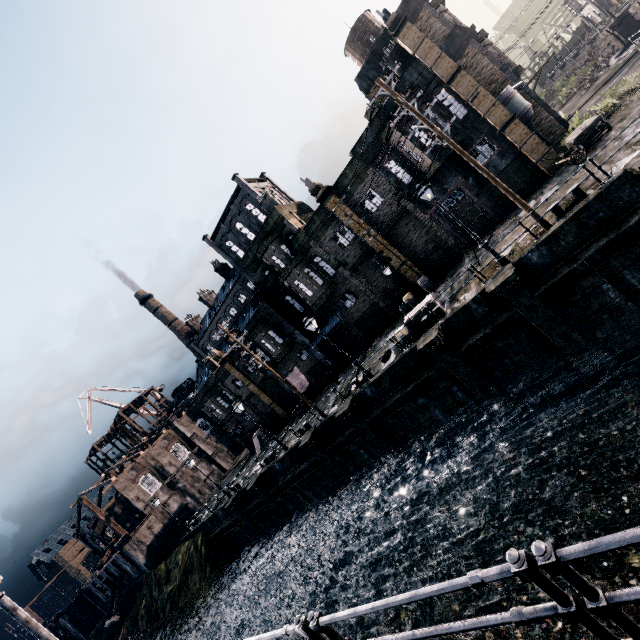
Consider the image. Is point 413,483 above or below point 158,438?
below

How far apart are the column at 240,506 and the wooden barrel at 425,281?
25.7 meters

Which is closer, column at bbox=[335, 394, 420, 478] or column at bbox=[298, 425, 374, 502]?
column at bbox=[335, 394, 420, 478]

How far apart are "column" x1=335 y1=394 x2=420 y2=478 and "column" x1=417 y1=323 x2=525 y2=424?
5.9 meters

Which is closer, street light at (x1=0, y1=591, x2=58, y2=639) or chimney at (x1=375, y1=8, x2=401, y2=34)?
street light at (x1=0, y1=591, x2=58, y2=639)

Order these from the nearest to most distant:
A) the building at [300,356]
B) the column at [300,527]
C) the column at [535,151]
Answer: the column at [535,151]
the column at [300,527]
the building at [300,356]

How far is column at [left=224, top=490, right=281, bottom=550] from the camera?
30.2m

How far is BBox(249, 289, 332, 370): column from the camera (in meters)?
31.38
